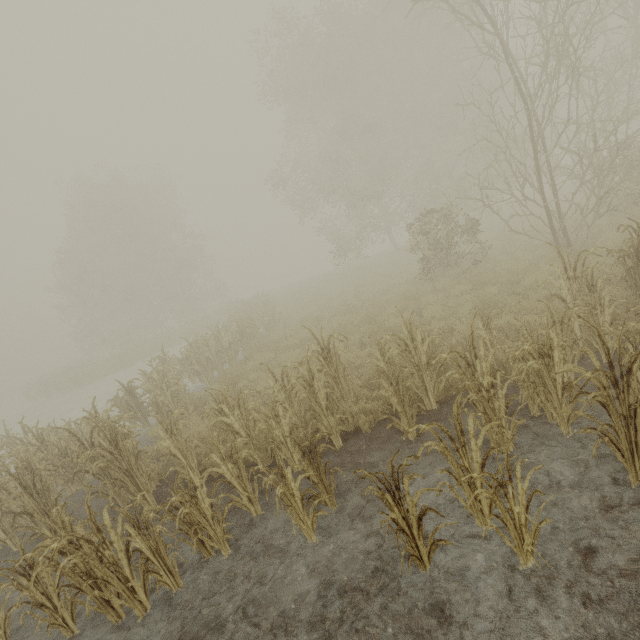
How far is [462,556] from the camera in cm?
327
